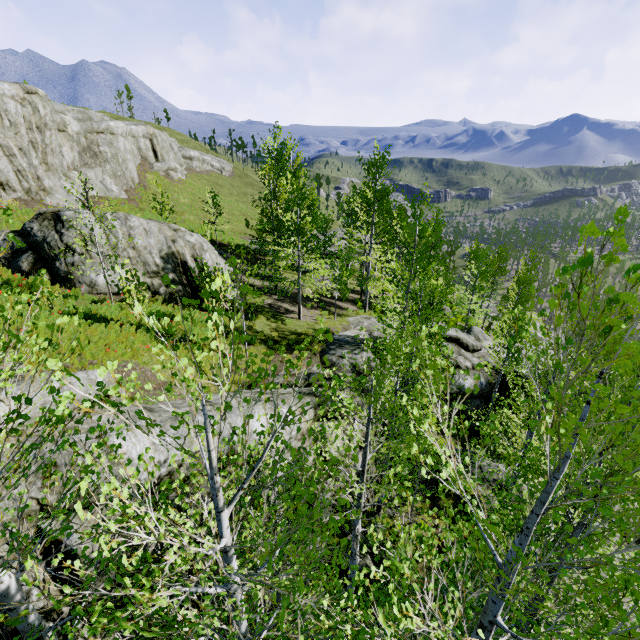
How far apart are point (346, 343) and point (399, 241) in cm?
560

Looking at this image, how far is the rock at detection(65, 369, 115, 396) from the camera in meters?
6.0

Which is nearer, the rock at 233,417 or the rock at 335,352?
the rock at 233,417

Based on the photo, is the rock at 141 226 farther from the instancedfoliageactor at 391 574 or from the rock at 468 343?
the instancedfoliageactor at 391 574

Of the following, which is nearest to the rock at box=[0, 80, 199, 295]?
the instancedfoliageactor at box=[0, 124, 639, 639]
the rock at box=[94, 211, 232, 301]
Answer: the instancedfoliageactor at box=[0, 124, 639, 639]

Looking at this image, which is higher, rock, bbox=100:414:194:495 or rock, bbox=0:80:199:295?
rock, bbox=0:80:199:295

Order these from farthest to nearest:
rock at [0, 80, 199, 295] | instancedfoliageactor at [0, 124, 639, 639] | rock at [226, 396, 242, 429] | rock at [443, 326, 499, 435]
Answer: rock at [443, 326, 499, 435]
rock at [0, 80, 199, 295]
rock at [226, 396, 242, 429]
instancedfoliageactor at [0, 124, 639, 639]

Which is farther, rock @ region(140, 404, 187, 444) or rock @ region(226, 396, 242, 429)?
rock @ region(226, 396, 242, 429)
